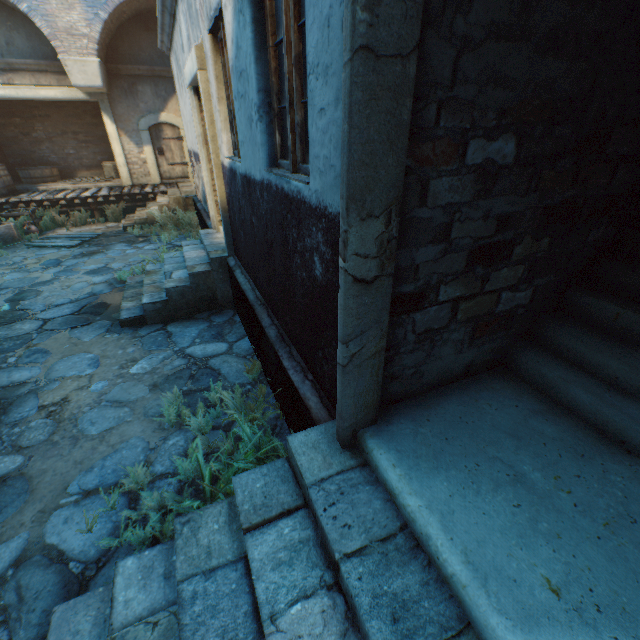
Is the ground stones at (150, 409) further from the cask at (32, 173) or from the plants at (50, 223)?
the cask at (32, 173)

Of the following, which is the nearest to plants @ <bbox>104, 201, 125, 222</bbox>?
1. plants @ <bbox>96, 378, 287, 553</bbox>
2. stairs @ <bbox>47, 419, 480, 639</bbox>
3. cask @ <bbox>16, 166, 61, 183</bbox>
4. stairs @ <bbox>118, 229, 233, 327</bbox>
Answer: cask @ <bbox>16, 166, 61, 183</bbox>

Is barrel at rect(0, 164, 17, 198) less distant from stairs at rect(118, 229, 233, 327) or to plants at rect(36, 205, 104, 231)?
plants at rect(36, 205, 104, 231)

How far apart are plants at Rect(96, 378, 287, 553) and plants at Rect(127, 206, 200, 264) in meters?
7.8 m

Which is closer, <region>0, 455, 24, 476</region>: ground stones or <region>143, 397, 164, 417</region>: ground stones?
<region>0, 455, 24, 476</region>: ground stones

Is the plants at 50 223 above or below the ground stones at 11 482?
above

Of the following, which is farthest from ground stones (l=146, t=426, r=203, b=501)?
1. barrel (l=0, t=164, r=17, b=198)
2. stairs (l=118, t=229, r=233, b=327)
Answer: barrel (l=0, t=164, r=17, b=198)

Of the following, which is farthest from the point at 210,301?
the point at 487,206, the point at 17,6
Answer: the point at 17,6
